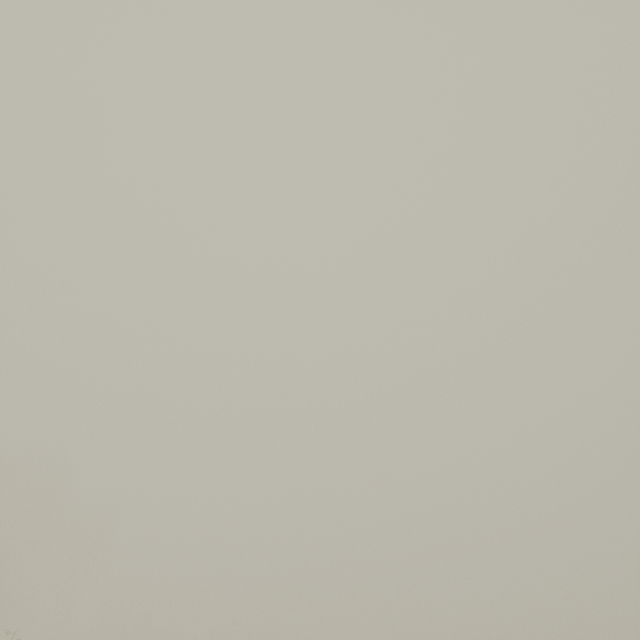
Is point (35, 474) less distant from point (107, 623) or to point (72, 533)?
point (72, 533)
